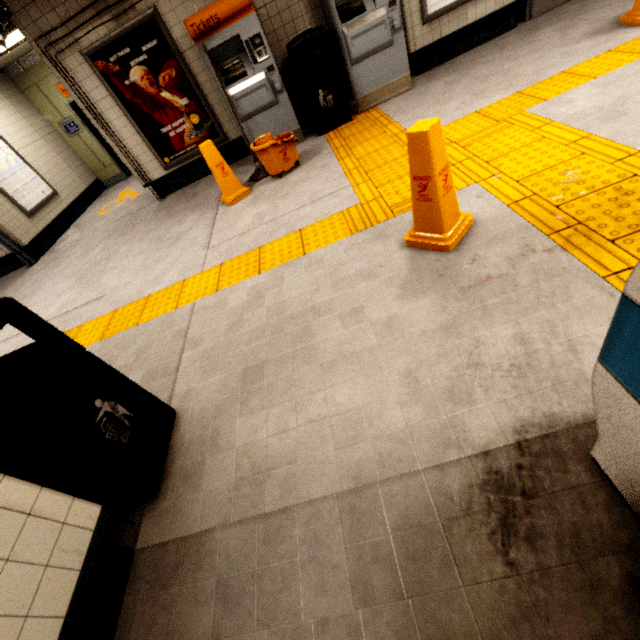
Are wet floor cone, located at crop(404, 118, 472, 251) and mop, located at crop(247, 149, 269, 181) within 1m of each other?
no

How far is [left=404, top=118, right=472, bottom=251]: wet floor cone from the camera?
1.9 meters

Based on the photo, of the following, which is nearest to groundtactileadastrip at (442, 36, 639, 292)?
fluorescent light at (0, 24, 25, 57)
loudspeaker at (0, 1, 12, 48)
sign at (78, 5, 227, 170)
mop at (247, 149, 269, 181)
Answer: mop at (247, 149, 269, 181)

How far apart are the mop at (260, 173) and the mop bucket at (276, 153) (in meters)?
0.16

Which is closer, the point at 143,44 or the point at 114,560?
the point at 114,560

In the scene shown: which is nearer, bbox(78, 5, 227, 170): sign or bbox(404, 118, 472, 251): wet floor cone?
bbox(404, 118, 472, 251): wet floor cone

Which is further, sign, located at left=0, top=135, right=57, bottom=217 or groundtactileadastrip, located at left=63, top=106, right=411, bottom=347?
sign, located at left=0, top=135, right=57, bottom=217

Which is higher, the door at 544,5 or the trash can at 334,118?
the trash can at 334,118
